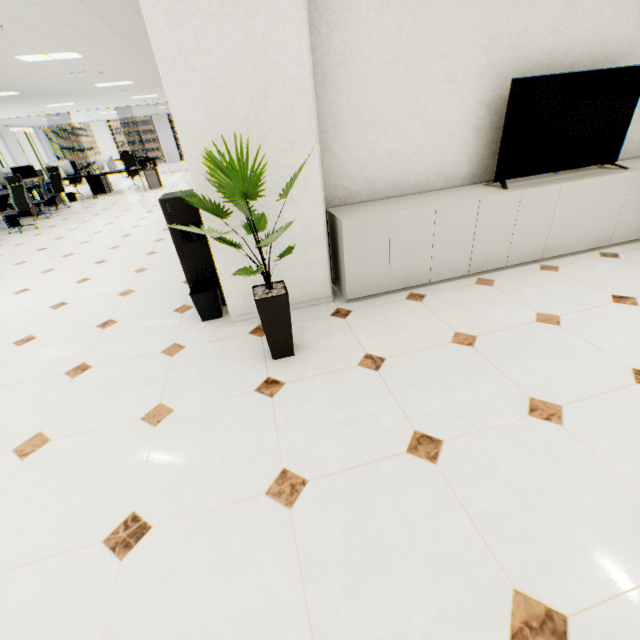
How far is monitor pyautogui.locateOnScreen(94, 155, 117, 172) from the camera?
10.7m

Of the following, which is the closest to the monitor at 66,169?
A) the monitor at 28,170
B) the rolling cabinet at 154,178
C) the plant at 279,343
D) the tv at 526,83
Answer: the monitor at 28,170

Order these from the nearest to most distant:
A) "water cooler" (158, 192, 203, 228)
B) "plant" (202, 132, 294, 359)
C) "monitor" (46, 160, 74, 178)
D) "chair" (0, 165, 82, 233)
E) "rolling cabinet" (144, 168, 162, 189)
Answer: "plant" (202, 132, 294, 359) → "water cooler" (158, 192, 203, 228) → "chair" (0, 165, 82, 233) → "monitor" (46, 160, 74, 178) → "rolling cabinet" (144, 168, 162, 189)

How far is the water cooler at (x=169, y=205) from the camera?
2.7 meters

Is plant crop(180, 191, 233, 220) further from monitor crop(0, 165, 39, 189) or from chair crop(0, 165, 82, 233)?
monitor crop(0, 165, 39, 189)

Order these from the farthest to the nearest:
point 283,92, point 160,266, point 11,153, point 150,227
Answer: point 11,153, point 150,227, point 160,266, point 283,92

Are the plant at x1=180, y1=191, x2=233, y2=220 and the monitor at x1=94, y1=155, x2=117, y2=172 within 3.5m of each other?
no

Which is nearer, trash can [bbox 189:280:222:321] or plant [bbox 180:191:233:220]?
plant [bbox 180:191:233:220]
